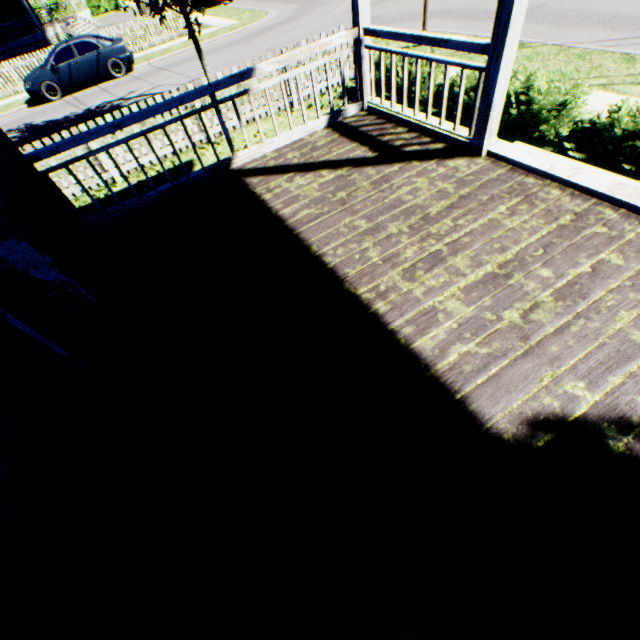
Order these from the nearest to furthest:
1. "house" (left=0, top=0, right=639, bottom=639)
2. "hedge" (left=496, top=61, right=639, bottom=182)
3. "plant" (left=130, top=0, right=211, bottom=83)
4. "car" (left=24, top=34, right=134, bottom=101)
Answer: "house" (left=0, top=0, right=639, bottom=639) < "hedge" (left=496, top=61, right=639, bottom=182) < "plant" (left=130, top=0, right=211, bottom=83) < "car" (left=24, top=34, right=134, bottom=101)

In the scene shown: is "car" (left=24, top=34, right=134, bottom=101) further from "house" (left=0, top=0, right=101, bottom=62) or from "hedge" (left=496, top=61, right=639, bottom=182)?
"hedge" (left=496, top=61, right=639, bottom=182)

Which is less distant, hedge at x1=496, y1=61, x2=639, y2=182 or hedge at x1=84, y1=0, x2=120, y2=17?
hedge at x1=496, y1=61, x2=639, y2=182

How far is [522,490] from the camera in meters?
1.9

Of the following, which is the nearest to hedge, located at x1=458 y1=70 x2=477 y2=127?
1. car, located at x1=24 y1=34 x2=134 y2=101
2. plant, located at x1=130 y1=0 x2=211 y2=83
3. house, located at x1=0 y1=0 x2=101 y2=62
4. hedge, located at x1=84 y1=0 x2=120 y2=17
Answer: plant, located at x1=130 y1=0 x2=211 y2=83

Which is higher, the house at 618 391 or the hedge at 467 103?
the house at 618 391

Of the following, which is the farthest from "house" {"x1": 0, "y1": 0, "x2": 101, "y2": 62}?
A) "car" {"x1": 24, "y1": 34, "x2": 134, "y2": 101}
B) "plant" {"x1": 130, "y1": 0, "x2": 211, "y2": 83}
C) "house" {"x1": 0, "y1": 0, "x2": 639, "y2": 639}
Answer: "house" {"x1": 0, "y1": 0, "x2": 639, "y2": 639}

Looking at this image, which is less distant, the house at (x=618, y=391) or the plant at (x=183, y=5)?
the house at (x=618, y=391)
